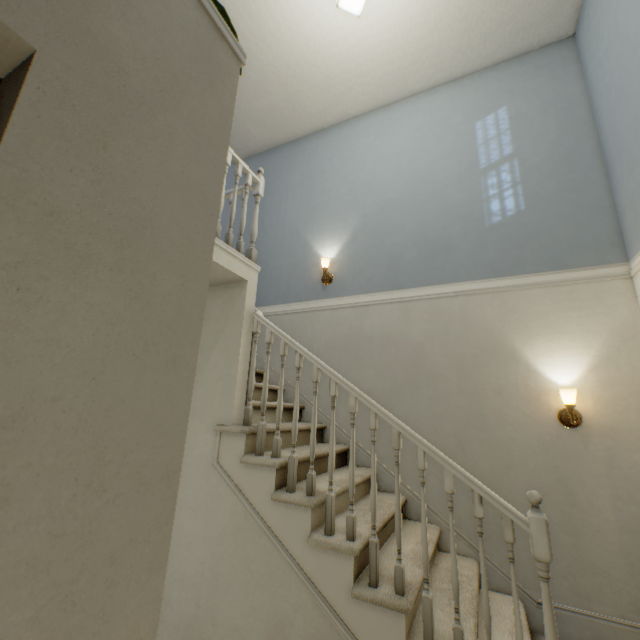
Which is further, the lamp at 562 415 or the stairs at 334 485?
the lamp at 562 415

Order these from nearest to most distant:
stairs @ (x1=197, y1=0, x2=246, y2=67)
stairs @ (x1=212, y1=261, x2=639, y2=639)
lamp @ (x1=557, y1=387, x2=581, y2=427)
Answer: stairs @ (x1=197, y1=0, x2=246, y2=67), stairs @ (x1=212, y1=261, x2=639, y2=639), lamp @ (x1=557, y1=387, x2=581, y2=427)

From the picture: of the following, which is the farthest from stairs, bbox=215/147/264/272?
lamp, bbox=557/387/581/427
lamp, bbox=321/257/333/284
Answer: lamp, bbox=557/387/581/427

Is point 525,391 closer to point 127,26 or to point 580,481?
point 580,481

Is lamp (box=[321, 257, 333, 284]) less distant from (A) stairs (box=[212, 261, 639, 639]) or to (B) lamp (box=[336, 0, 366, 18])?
(A) stairs (box=[212, 261, 639, 639])

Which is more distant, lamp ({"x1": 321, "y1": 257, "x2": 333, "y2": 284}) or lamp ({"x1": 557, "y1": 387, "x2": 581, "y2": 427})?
lamp ({"x1": 321, "y1": 257, "x2": 333, "y2": 284})

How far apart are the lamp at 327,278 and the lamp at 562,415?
2.26m

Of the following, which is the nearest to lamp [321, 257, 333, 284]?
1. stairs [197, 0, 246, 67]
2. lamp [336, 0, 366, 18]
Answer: stairs [197, 0, 246, 67]
